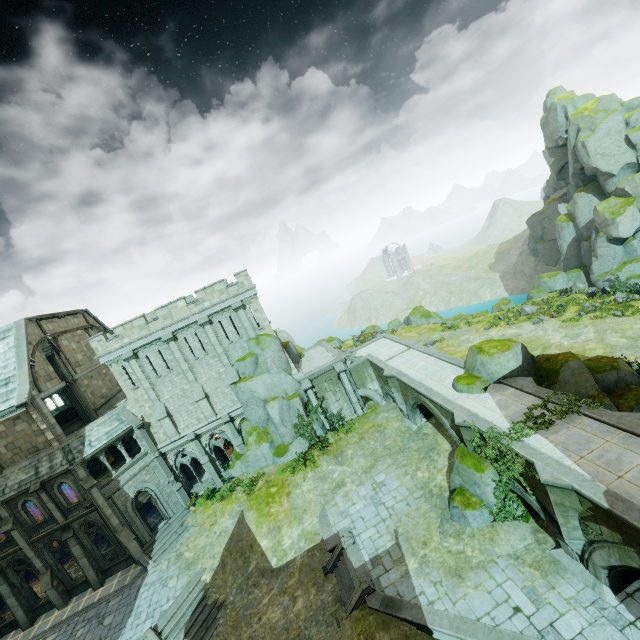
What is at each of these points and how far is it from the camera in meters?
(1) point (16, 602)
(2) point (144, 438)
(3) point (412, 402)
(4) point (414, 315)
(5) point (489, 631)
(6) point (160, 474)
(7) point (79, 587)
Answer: (1) stone column, 22.6 m
(2) stone column, 26.8 m
(3) bridge, 23.9 m
(4) rock, 48.4 m
(5) wall trim, 12.5 m
(6) stone column, 27.4 m
(7) wall trim, 23.9 m

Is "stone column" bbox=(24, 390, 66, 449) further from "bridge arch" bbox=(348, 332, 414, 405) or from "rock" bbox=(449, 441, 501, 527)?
"rock" bbox=(449, 441, 501, 527)

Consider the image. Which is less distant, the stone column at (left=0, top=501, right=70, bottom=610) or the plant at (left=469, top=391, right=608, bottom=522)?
the plant at (left=469, top=391, right=608, bottom=522)

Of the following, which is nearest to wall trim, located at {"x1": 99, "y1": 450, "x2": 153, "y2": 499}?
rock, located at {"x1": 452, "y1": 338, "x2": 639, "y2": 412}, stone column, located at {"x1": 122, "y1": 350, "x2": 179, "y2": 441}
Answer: stone column, located at {"x1": 122, "y1": 350, "x2": 179, "y2": 441}

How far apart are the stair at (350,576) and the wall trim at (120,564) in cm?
1675

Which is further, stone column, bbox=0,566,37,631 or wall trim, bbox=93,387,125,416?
wall trim, bbox=93,387,125,416

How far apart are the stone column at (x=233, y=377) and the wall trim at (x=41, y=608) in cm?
1861

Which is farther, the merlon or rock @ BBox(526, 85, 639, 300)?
rock @ BBox(526, 85, 639, 300)
